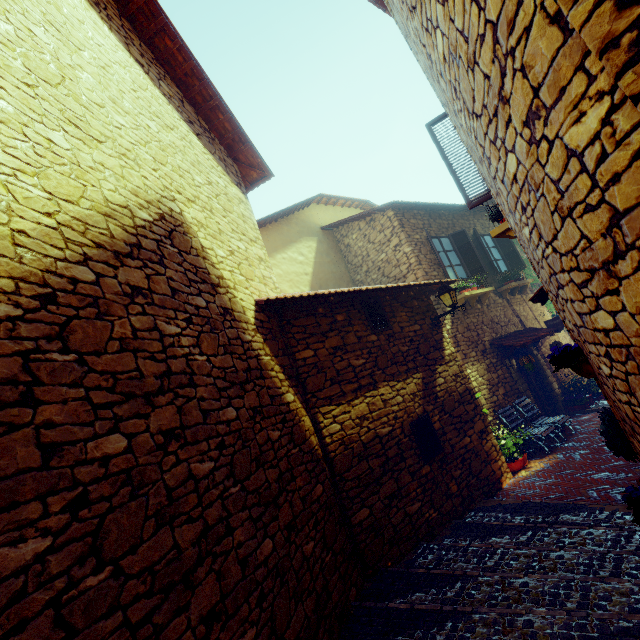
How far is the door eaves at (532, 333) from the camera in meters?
8.9

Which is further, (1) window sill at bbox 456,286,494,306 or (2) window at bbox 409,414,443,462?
(1) window sill at bbox 456,286,494,306

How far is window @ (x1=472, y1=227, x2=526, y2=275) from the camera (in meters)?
10.55

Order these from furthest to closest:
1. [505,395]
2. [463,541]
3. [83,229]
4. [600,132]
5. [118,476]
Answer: [505,395] < [463,541] < [83,229] < [118,476] < [600,132]

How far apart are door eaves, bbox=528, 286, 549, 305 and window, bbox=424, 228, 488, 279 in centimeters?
282cm

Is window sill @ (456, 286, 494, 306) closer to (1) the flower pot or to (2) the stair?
(2) the stair

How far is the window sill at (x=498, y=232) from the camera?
4.6m

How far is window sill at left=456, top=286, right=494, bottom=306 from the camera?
8.90m
